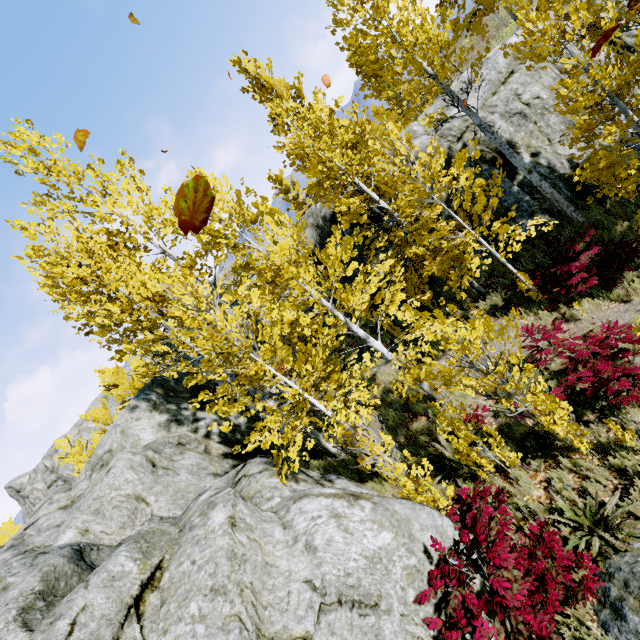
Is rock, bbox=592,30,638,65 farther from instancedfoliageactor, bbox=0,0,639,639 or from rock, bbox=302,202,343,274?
rock, bbox=302,202,343,274

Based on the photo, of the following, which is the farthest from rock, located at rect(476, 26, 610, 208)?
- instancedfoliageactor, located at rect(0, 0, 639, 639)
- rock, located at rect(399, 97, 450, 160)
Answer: rock, located at rect(399, 97, 450, 160)

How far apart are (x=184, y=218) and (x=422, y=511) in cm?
532

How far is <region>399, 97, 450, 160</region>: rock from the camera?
12.3 meters

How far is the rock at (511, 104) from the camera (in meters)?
10.93

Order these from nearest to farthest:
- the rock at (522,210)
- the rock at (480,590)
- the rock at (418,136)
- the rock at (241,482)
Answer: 1. the rock at (241,482)
2. the rock at (480,590)
3. the rock at (522,210)
4. the rock at (418,136)
